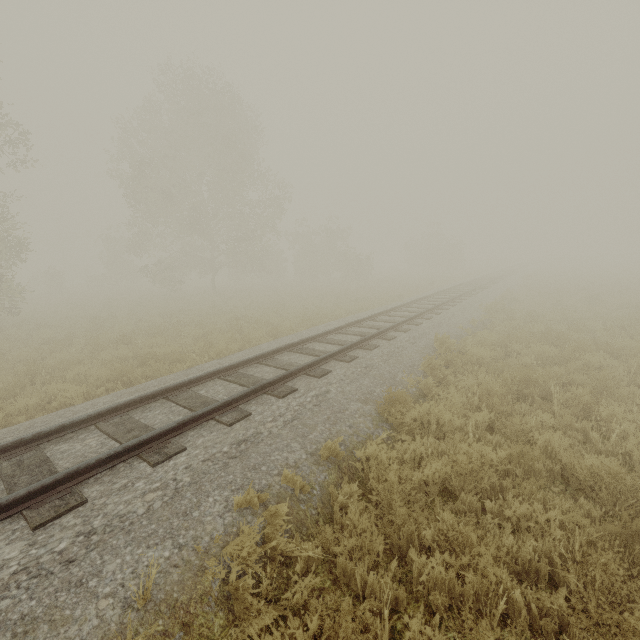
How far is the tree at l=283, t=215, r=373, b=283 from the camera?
35.06m

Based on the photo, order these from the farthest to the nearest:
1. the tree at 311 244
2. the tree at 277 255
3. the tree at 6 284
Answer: the tree at 311 244 < the tree at 277 255 < the tree at 6 284

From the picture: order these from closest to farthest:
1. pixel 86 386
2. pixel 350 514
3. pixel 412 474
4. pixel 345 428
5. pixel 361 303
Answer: pixel 350 514, pixel 412 474, pixel 345 428, pixel 86 386, pixel 361 303

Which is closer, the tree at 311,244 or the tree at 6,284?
the tree at 6,284

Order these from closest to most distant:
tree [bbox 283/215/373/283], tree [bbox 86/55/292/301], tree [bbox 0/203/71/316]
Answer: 1. tree [bbox 0/203/71/316]
2. tree [bbox 86/55/292/301]
3. tree [bbox 283/215/373/283]

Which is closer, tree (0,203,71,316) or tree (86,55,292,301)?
tree (0,203,71,316)
